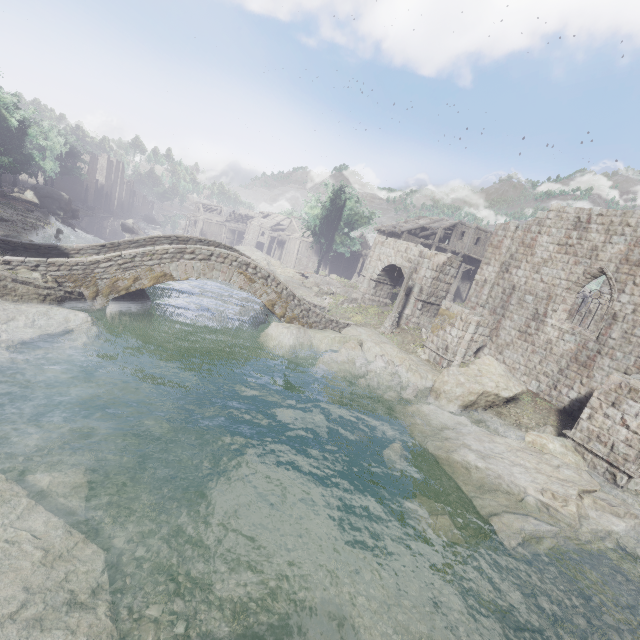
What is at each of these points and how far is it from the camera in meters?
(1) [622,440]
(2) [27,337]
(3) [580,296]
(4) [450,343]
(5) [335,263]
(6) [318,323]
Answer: (1) stone arch, 11.6
(2) rock, 11.4
(3) building, 46.1
(4) stone arch, 19.0
(5) building, 52.0
(6) bridge, 22.0

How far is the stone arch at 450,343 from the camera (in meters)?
18.92

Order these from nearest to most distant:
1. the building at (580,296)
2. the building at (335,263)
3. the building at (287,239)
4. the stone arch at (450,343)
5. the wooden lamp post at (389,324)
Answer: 1. the building at (580,296)
2. the stone arch at (450,343)
3. the wooden lamp post at (389,324)
4. the building at (335,263)
5. the building at (287,239)

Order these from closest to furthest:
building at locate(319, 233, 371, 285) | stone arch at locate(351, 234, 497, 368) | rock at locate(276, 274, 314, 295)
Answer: stone arch at locate(351, 234, 497, 368) < rock at locate(276, 274, 314, 295) < building at locate(319, 233, 371, 285)

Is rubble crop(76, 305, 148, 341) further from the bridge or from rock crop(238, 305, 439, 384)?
rock crop(238, 305, 439, 384)

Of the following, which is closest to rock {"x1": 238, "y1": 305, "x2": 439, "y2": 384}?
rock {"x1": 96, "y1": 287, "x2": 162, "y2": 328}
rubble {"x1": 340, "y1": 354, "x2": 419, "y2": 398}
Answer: rubble {"x1": 340, "y1": 354, "x2": 419, "y2": 398}

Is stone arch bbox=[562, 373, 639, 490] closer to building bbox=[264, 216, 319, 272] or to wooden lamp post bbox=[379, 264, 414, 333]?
wooden lamp post bbox=[379, 264, 414, 333]

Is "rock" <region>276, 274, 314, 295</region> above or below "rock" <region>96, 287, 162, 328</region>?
above
